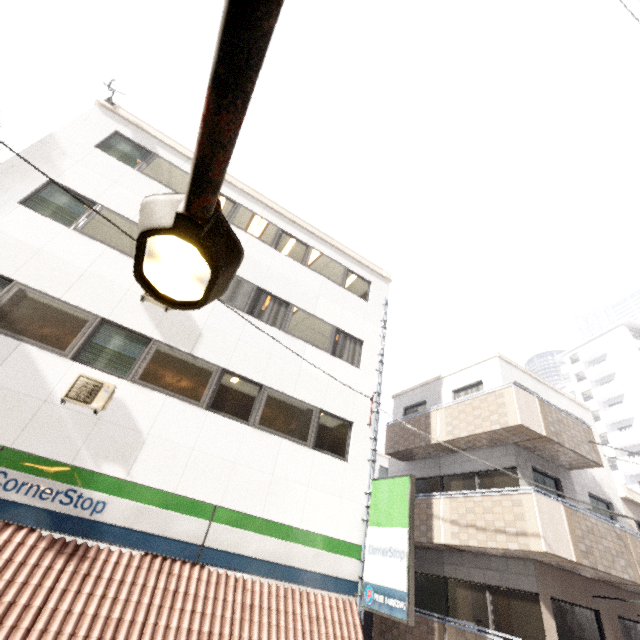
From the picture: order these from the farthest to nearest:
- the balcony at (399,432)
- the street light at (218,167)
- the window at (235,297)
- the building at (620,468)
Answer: the building at (620,468)
the balcony at (399,432)
the window at (235,297)
the street light at (218,167)

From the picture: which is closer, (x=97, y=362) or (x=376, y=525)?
(x=97, y=362)

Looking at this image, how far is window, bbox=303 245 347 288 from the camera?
11.9m

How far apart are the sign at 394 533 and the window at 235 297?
5.83m

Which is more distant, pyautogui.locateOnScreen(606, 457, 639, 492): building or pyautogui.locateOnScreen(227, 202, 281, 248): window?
pyautogui.locateOnScreen(606, 457, 639, 492): building

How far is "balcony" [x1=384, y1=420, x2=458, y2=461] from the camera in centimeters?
1180cm

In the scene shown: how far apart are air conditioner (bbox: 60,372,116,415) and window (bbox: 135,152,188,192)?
6.2m

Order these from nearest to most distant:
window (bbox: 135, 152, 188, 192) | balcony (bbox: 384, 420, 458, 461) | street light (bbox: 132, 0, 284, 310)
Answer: street light (bbox: 132, 0, 284, 310) < window (bbox: 135, 152, 188, 192) < balcony (bbox: 384, 420, 458, 461)
